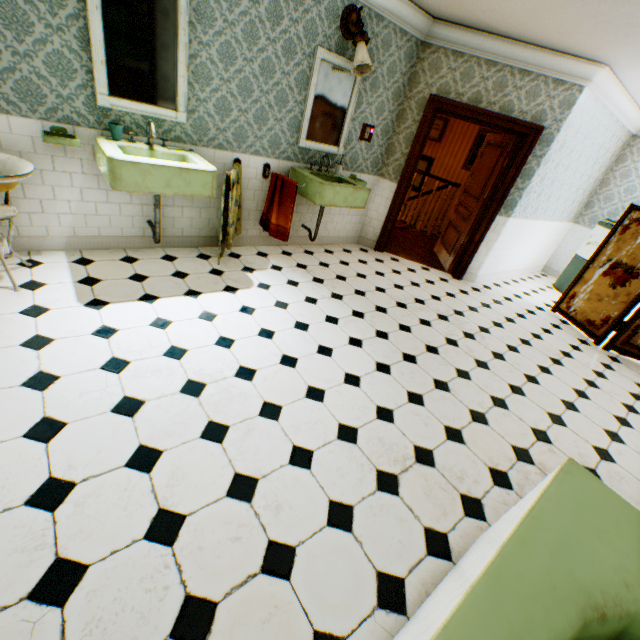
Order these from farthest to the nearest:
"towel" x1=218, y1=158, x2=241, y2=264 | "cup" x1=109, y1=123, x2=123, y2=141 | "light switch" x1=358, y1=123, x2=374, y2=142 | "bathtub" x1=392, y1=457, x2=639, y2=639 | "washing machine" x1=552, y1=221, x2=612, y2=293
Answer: "washing machine" x1=552, y1=221, x2=612, y2=293
"light switch" x1=358, y1=123, x2=374, y2=142
"towel" x1=218, y1=158, x2=241, y2=264
"cup" x1=109, y1=123, x2=123, y2=141
"bathtub" x1=392, y1=457, x2=639, y2=639

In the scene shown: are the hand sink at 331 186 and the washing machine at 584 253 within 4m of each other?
no

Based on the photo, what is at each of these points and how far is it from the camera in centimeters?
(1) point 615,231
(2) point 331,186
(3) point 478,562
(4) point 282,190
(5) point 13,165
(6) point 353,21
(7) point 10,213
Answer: (1) folding screen, 480cm
(2) hand sink, 395cm
(3) bathtub, 119cm
(4) towel, 409cm
(5) basin, 255cm
(6) wall light, 364cm
(7) basin base, 254cm

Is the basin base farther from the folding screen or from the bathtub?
the folding screen

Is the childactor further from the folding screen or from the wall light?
the wall light

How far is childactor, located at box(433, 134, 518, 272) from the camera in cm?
504

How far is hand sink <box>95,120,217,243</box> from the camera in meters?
2.7

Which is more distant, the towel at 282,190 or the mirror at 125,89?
the towel at 282,190
